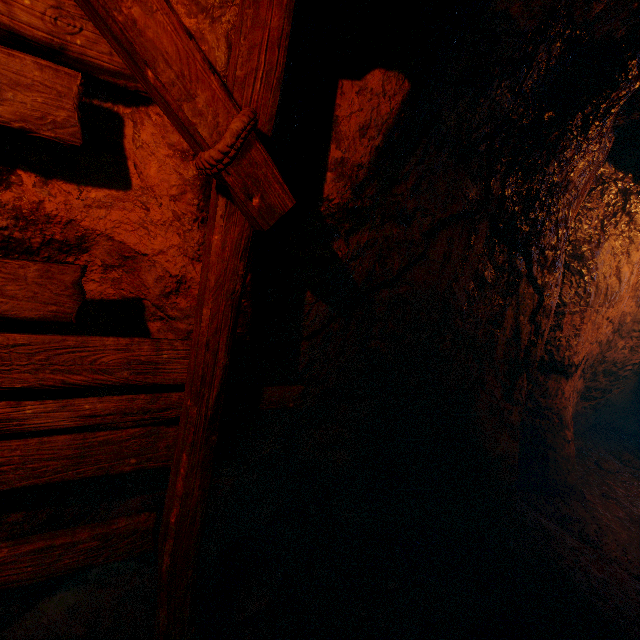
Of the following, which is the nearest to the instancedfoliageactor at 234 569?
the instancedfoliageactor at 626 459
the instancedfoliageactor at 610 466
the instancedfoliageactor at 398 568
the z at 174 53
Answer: the z at 174 53

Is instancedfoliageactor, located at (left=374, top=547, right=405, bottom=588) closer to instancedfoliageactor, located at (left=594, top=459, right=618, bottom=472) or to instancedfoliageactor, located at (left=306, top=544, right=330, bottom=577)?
instancedfoliageactor, located at (left=306, top=544, right=330, bottom=577)

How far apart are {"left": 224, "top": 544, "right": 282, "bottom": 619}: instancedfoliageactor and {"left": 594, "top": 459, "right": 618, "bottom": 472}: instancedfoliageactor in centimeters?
594cm

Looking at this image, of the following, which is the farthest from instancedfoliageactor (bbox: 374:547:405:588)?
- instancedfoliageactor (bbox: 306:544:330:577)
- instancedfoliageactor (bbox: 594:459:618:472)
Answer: instancedfoliageactor (bbox: 594:459:618:472)

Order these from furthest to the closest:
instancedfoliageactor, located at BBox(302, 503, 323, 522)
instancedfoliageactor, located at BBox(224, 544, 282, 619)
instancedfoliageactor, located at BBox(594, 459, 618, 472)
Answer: instancedfoliageactor, located at BBox(594, 459, 618, 472), instancedfoliageactor, located at BBox(302, 503, 323, 522), instancedfoliageactor, located at BBox(224, 544, 282, 619)

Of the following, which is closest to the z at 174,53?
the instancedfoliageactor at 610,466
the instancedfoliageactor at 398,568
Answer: the instancedfoliageactor at 610,466

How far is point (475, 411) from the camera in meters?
3.6 m

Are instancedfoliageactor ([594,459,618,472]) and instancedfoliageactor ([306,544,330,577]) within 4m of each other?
no
